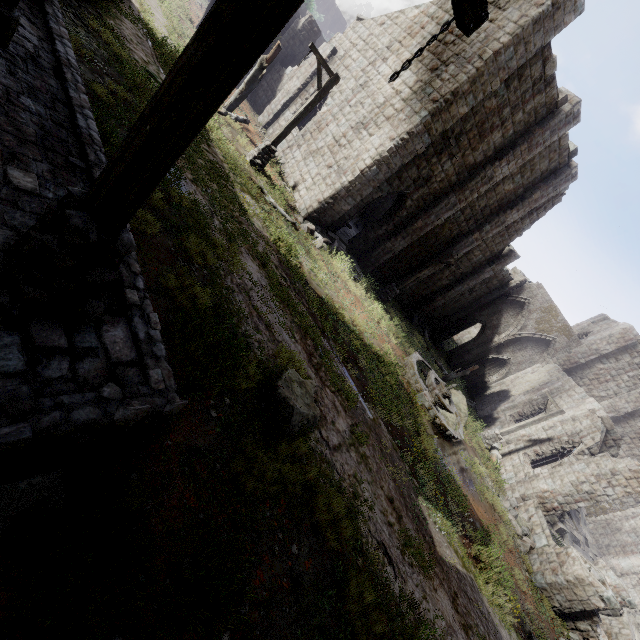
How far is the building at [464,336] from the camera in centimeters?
5034cm

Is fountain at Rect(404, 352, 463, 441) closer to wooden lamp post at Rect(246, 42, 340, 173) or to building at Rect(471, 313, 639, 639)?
building at Rect(471, 313, 639, 639)

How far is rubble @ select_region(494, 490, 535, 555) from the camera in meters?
13.2 m

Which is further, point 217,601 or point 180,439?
point 180,439

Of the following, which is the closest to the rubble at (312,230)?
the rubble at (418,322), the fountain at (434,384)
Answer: the fountain at (434,384)

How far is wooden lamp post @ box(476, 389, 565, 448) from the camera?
17.9m

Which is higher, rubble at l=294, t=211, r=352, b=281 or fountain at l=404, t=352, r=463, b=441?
fountain at l=404, t=352, r=463, b=441

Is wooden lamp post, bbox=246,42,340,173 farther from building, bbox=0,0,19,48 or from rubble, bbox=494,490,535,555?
rubble, bbox=494,490,535,555
